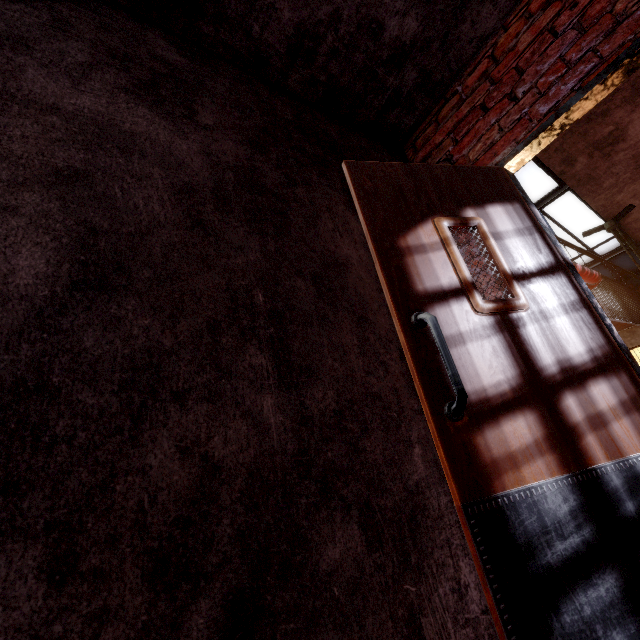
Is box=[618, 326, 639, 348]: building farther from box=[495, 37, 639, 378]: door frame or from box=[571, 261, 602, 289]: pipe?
box=[495, 37, 639, 378]: door frame

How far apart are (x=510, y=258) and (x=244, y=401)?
1.36m

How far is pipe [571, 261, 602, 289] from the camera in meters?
4.3

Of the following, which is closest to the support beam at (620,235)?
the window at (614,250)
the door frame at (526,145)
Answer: the window at (614,250)

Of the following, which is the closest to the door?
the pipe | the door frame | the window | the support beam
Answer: the door frame

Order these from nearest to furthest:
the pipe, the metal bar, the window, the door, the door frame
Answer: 1. the door
2. the door frame
3. the pipe
4. the metal bar
5. the window

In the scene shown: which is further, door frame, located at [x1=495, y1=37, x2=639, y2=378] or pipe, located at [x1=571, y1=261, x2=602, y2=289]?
pipe, located at [x1=571, y1=261, x2=602, y2=289]

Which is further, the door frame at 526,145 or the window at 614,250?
the window at 614,250
